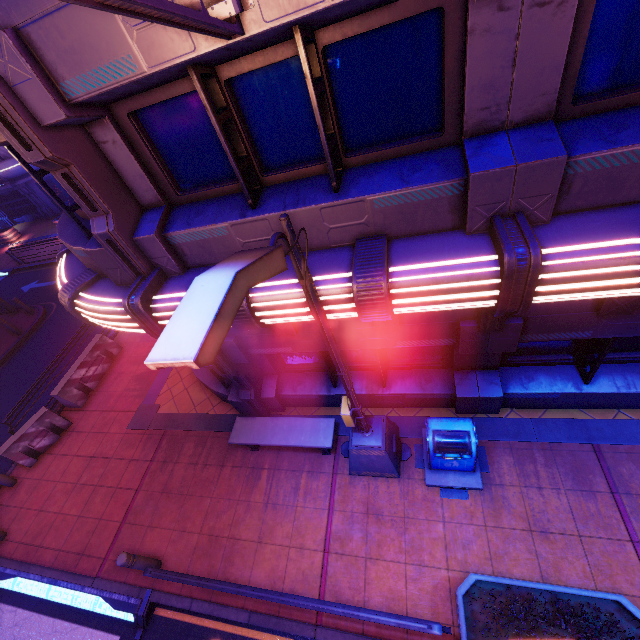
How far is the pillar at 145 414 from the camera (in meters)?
9.30

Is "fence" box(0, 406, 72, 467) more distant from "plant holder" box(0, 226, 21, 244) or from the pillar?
"plant holder" box(0, 226, 21, 244)

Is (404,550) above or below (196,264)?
below

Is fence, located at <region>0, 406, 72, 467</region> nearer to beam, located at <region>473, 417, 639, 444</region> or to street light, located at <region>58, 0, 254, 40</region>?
beam, located at <region>473, 417, 639, 444</region>

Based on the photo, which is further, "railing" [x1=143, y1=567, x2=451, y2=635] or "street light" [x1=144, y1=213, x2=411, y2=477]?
"railing" [x1=143, y1=567, x2=451, y2=635]

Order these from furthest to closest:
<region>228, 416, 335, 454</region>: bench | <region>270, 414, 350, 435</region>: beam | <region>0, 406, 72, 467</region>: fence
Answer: <region>0, 406, 72, 467</region>: fence
<region>270, 414, 350, 435</region>: beam
<region>228, 416, 335, 454</region>: bench

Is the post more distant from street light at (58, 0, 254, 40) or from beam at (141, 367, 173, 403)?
street light at (58, 0, 254, 40)

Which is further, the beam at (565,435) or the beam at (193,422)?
the beam at (193,422)
